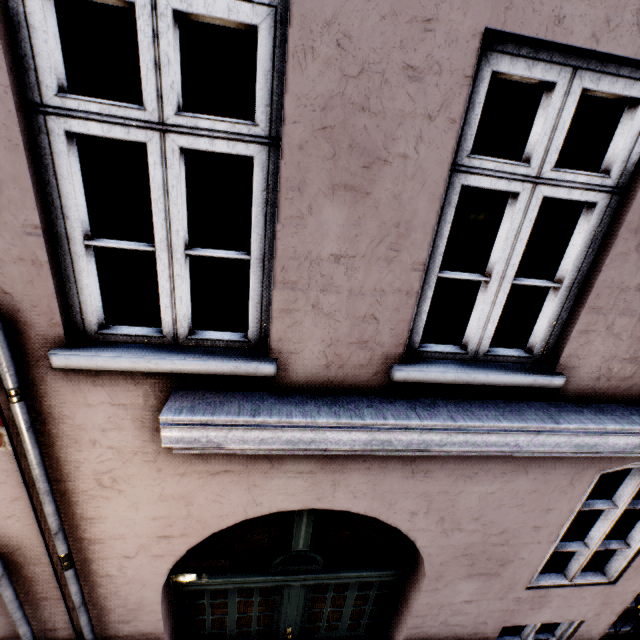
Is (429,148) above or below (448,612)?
above
